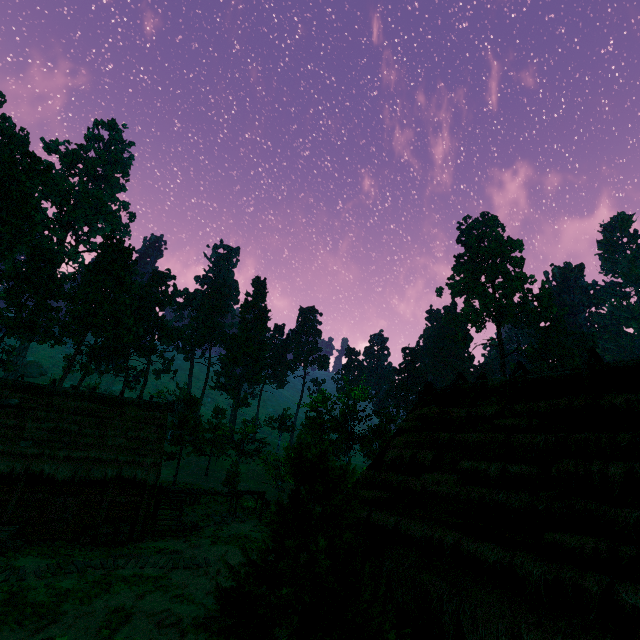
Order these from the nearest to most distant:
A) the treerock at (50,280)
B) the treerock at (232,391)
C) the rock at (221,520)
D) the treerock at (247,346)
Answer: the rock at (221,520) → the treerock at (50,280) → the treerock at (232,391) → the treerock at (247,346)

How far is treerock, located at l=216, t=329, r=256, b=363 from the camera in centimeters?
5838cm

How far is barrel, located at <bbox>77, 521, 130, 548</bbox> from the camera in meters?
16.1

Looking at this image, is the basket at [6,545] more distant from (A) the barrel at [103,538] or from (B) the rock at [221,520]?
(B) the rock at [221,520]

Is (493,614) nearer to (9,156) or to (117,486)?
(117,486)

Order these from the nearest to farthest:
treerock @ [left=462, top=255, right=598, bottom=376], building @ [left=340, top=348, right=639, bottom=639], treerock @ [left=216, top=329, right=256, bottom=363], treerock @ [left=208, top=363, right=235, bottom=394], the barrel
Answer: building @ [left=340, top=348, right=639, bottom=639], the barrel, treerock @ [left=462, top=255, right=598, bottom=376], treerock @ [left=208, top=363, right=235, bottom=394], treerock @ [left=216, top=329, right=256, bottom=363]

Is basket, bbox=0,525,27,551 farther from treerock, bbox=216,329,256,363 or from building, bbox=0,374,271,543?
treerock, bbox=216,329,256,363

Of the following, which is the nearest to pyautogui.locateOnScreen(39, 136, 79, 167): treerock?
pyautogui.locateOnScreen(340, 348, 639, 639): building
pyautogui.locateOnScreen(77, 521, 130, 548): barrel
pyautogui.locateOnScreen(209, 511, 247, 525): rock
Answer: pyautogui.locateOnScreen(340, 348, 639, 639): building
